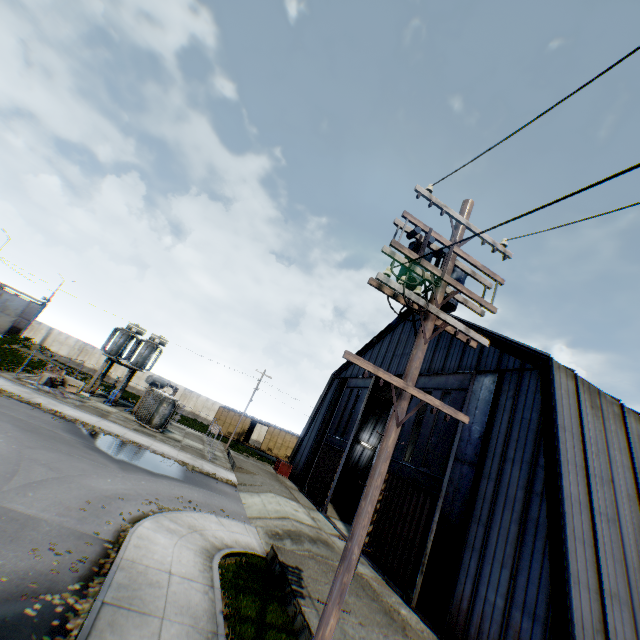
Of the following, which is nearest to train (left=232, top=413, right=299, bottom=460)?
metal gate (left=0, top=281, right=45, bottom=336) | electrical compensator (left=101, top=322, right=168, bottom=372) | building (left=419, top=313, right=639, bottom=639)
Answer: building (left=419, top=313, right=639, bottom=639)

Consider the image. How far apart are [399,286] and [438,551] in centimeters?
1363cm

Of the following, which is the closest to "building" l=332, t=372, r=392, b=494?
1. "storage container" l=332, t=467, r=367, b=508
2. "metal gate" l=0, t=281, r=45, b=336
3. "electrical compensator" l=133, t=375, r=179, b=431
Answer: "storage container" l=332, t=467, r=367, b=508

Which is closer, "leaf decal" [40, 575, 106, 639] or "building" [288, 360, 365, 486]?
A: "leaf decal" [40, 575, 106, 639]

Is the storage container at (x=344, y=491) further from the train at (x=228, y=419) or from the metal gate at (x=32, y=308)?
the metal gate at (x=32, y=308)

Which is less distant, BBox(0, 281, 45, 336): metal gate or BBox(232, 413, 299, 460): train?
BBox(232, 413, 299, 460): train

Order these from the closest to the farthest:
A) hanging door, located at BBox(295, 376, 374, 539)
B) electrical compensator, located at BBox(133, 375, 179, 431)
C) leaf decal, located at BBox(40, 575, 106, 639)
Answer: leaf decal, located at BBox(40, 575, 106, 639), hanging door, located at BBox(295, 376, 374, 539), electrical compensator, located at BBox(133, 375, 179, 431)

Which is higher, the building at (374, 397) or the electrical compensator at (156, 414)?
the building at (374, 397)
